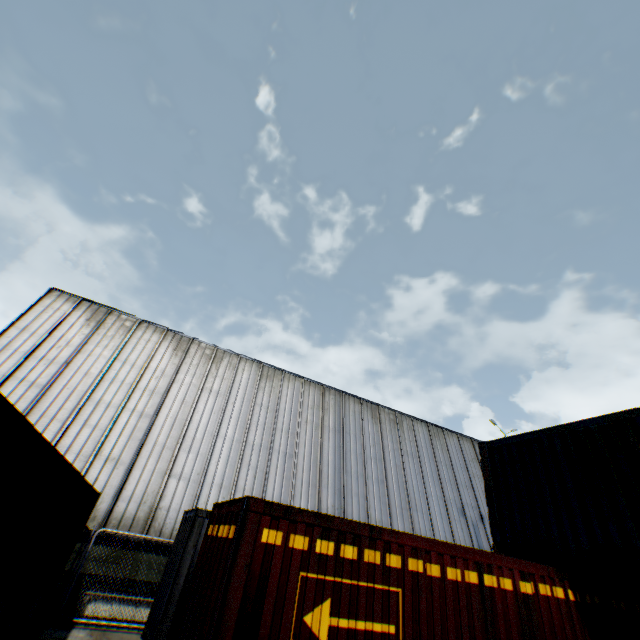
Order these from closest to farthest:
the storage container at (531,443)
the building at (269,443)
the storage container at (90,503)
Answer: the storage container at (90,503) → the storage container at (531,443) → the building at (269,443)

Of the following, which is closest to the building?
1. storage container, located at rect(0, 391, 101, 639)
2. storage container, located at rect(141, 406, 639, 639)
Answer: storage container, located at rect(0, 391, 101, 639)

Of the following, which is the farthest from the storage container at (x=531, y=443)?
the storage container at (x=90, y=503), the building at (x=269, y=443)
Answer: the building at (x=269, y=443)

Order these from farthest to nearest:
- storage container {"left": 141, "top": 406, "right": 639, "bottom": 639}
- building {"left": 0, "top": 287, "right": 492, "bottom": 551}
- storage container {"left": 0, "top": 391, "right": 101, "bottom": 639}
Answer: building {"left": 0, "top": 287, "right": 492, "bottom": 551} → storage container {"left": 141, "top": 406, "right": 639, "bottom": 639} → storage container {"left": 0, "top": 391, "right": 101, "bottom": 639}

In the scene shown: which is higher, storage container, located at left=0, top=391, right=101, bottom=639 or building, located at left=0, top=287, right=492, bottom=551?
building, located at left=0, top=287, right=492, bottom=551

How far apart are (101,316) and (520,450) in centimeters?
1916cm

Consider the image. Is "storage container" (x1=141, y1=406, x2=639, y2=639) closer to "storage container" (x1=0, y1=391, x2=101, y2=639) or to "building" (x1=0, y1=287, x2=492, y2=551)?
"storage container" (x1=0, y1=391, x2=101, y2=639)
